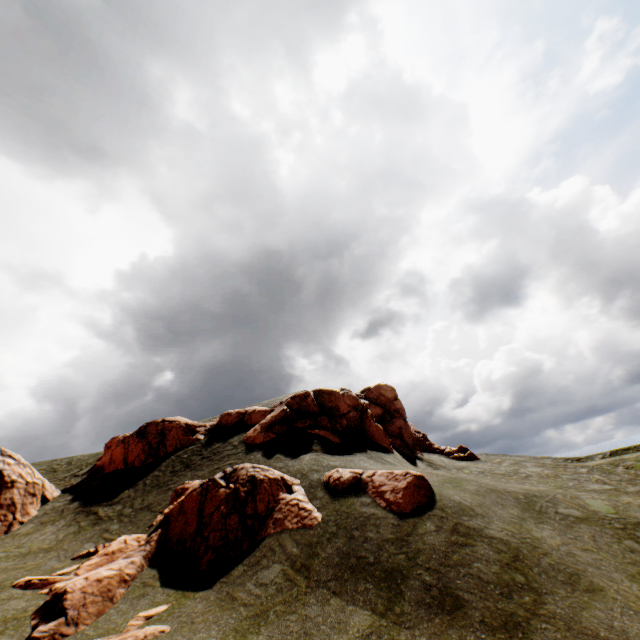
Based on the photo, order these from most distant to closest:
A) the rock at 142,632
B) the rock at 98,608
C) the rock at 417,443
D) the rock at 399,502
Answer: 1. the rock at 417,443
2. the rock at 399,502
3. the rock at 98,608
4. the rock at 142,632

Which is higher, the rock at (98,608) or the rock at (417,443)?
the rock at (417,443)

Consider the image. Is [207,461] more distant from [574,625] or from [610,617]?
[610,617]

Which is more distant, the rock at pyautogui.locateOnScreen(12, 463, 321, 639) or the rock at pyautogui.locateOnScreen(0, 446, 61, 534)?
the rock at pyautogui.locateOnScreen(0, 446, 61, 534)

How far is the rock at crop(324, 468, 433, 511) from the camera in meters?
13.5 m

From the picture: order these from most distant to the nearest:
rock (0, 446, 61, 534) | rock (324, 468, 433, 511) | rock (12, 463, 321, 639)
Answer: rock (0, 446, 61, 534) → rock (324, 468, 433, 511) → rock (12, 463, 321, 639)
